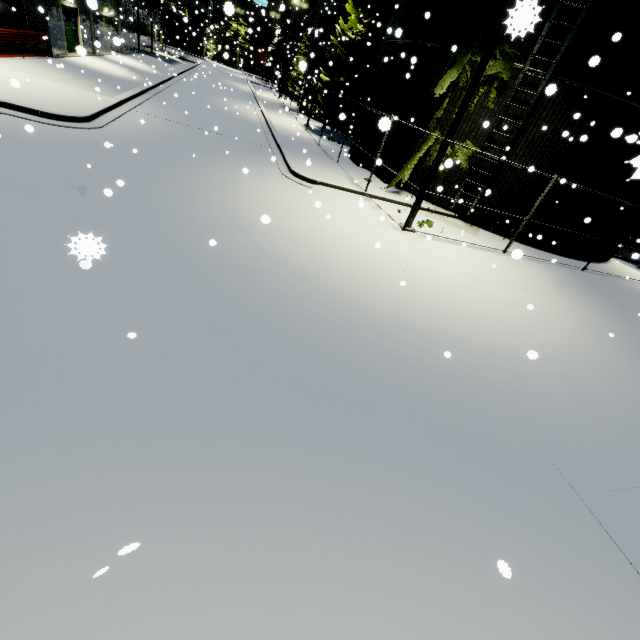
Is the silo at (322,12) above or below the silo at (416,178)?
above

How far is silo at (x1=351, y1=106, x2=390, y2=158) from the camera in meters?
16.9

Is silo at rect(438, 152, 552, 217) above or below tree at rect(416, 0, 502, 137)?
below

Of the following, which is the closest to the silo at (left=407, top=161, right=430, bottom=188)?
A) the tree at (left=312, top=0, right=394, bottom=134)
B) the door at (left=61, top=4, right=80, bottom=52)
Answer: the tree at (left=312, top=0, right=394, bottom=134)

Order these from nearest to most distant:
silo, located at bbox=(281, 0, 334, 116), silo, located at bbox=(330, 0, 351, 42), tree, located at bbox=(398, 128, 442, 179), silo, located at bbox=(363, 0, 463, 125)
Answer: silo, located at bbox=(363, 0, 463, 125) < tree, located at bbox=(398, 128, 442, 179) < silo, located at bbox=(330, 0, 351, 42) < silo, located at bbox=(281, 0, 334, 116)

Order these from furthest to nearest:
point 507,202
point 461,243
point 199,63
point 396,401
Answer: point 199,63, point 507,202, point 461,243, point 396,401

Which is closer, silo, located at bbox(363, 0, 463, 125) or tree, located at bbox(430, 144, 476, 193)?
tree, located at bbox(430, 144, 476, 193)

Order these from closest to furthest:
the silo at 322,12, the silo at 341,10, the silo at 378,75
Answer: the silo at 378,75
the silo at 341,10
the silo at 322,12
